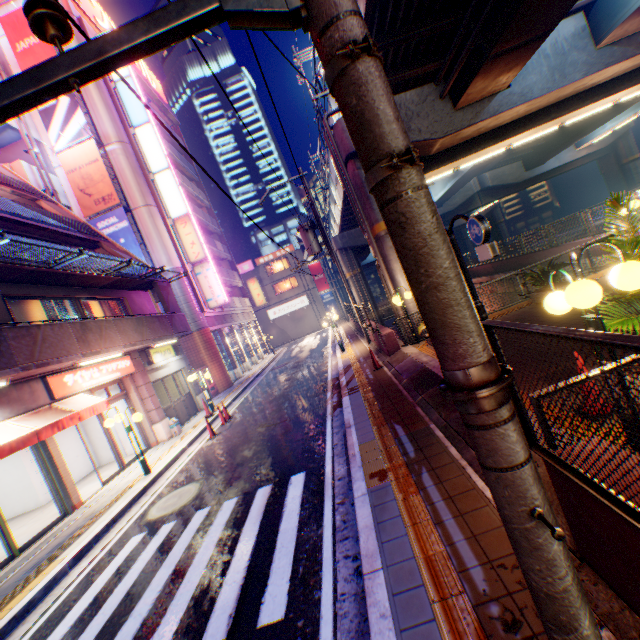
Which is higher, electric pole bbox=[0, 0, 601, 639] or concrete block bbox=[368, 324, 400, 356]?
electric pole bbox=[0, 0, 601, 639]

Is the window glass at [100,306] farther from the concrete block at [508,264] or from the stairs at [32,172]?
the concrete block at [508,264]

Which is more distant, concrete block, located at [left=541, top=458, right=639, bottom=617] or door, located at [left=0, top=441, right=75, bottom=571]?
door, located at [left=0, top=441, right=75, bottom=571]

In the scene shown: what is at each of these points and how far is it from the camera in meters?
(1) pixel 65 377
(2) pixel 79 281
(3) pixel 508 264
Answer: (1) sign, 10.3 m
(2) balcony, 12.4 m
(3) concrete block, 21.6 m

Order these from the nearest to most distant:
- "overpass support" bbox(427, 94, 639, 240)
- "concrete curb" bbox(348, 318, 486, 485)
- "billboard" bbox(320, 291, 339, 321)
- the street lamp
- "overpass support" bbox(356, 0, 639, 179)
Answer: the street lamp
"concrete curb" bbox(348, 318, 486, 485)
"overpass support" bbox(356, 0, 639, 179)
"overpass support" bbox(427, 94, 639, 240)
"billboard" bbox(320, 291, 339, 321)

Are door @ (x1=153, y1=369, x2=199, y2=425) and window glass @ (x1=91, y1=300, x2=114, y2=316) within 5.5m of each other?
yes

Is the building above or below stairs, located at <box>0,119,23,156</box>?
below

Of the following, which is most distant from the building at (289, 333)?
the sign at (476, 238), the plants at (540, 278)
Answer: the sign at (476, 238)
